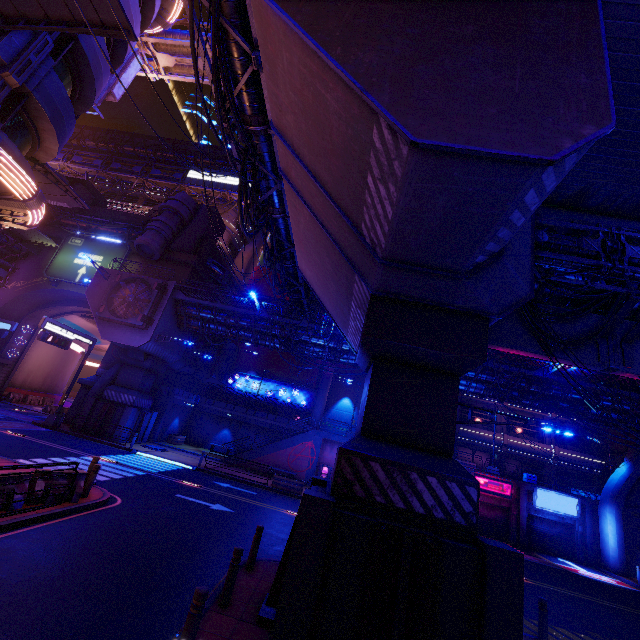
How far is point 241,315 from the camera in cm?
2806

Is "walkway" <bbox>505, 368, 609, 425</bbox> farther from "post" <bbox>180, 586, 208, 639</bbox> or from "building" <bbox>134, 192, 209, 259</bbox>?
"post" <bbox>180, 586, 208, 639</bbox>

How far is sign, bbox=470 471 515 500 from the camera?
27.0m

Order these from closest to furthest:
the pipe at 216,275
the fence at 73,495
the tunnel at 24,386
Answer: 1. the fence at 73,495
2. the tunnel at 24,386
3. the pipe at 216,275

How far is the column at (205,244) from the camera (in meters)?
37.84

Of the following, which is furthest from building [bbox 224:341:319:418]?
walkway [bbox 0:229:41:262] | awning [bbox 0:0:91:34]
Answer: awning [bbox 0:0:91:34]

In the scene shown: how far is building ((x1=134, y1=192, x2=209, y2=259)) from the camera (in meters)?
32.06

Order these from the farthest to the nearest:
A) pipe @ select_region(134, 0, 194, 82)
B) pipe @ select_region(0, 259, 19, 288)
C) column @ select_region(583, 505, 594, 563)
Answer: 1. pipe @ select_region(0, 259, 19, 288)
2. column @ select_region(583, 505, 594, 563)
3. pipe @ select_region(134, 0, 194, 82)
